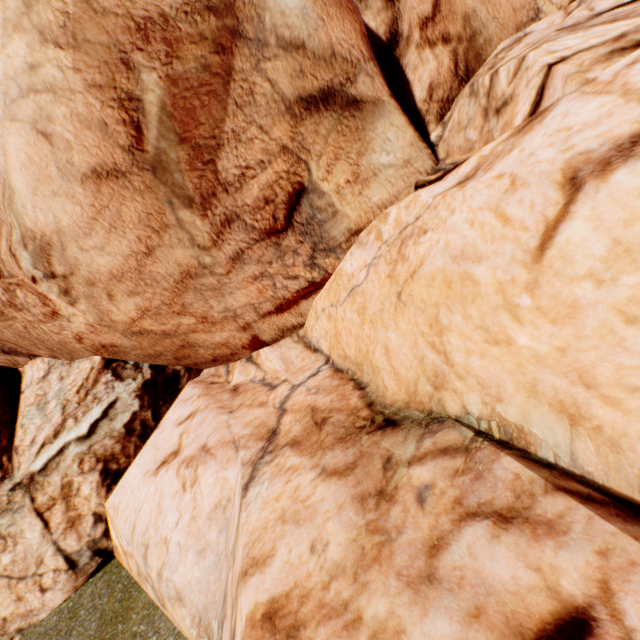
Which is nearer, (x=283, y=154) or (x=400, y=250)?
(x=400, y=250)
